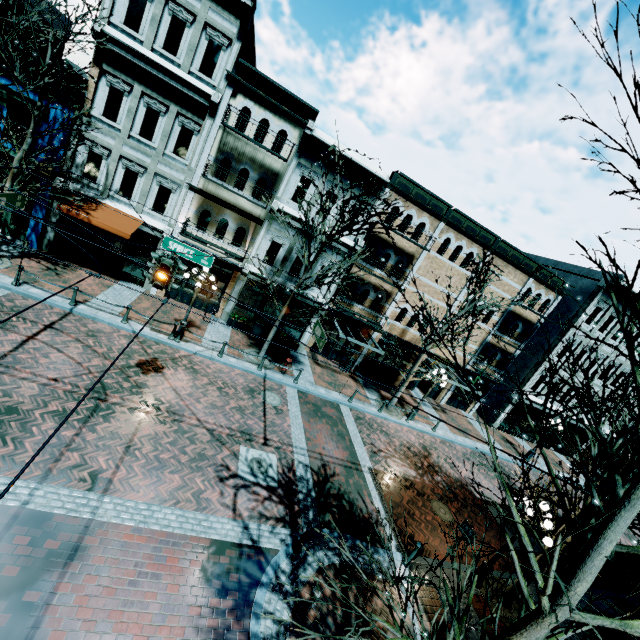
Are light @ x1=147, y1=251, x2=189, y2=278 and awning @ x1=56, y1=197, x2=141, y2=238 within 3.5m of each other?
no

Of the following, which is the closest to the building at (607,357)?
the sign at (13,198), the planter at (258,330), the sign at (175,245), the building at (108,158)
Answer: the building at (108,158)

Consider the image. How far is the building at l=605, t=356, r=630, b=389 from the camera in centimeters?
2466cm

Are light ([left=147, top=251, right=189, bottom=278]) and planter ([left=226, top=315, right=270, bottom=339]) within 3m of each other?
no

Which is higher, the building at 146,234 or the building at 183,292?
the building at 146,234

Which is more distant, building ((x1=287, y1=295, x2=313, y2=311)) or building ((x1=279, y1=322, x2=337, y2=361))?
building ((x1=279, y1=322, x2=337, y2=361))

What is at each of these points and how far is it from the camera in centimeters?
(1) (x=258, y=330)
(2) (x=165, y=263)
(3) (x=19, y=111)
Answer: (1) planter, 1898cm
(2) light, 820cm
(3) building, 1409cm

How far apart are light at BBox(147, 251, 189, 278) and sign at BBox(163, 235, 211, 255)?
2.1m
